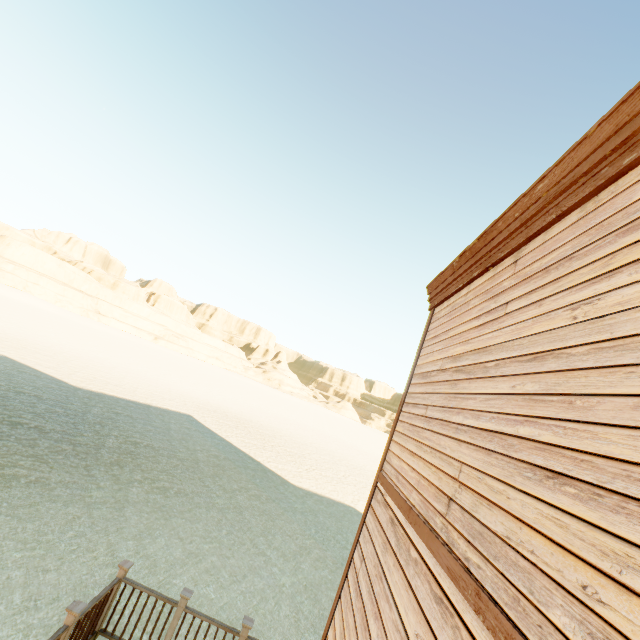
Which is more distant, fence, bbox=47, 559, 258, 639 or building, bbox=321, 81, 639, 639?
fence, bbox=47, 559, 258, 639

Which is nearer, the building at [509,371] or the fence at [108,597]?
the building at [509,371]

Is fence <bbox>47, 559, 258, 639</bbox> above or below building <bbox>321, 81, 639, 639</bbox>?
below

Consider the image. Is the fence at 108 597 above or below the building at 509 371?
below

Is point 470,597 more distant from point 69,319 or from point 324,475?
point 69,319
